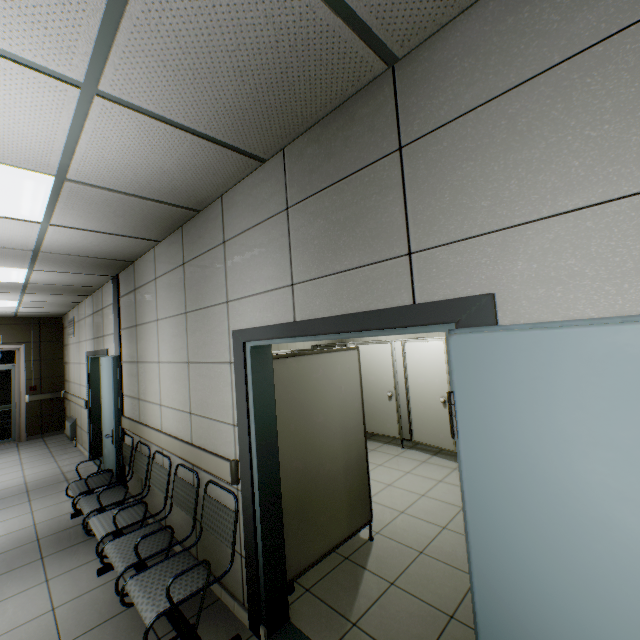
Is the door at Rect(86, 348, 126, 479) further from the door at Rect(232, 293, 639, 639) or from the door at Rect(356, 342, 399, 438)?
the door at Rect(356, 342, 399, 438)

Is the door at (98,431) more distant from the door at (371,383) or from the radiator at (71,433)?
the door at (371,383)

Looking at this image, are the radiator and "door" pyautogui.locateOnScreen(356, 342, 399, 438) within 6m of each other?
no

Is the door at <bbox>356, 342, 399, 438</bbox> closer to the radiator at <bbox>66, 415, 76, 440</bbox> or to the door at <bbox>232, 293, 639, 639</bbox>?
the door at <bbox>232, 293, 639, 639</bbox>

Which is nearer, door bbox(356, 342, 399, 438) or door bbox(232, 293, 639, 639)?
door bbox(232, 293, 639, 639)

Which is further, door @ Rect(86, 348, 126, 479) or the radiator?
the radiator

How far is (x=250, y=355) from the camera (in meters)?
2.35

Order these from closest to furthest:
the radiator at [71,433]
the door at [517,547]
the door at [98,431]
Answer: the door at [517,547] < the door at [98,431] < the radiator at [71,433]
